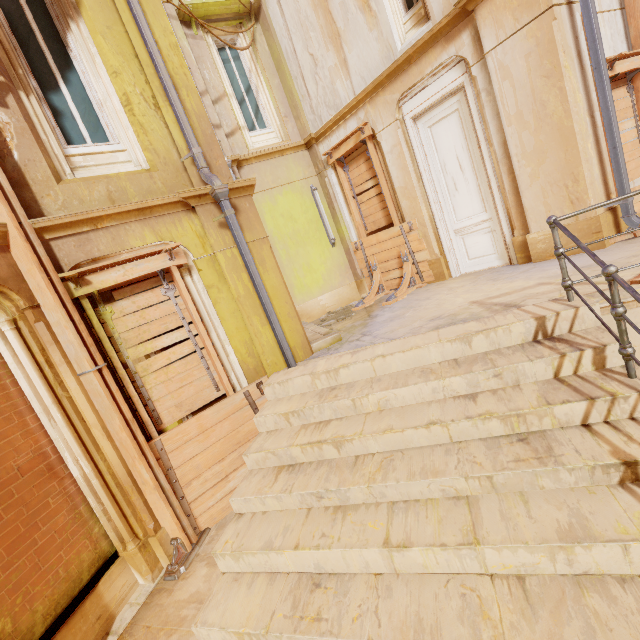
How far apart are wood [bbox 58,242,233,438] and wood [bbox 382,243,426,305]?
4.02m

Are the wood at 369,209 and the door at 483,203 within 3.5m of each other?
yes

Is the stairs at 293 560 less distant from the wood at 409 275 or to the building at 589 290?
the wood at 409 275

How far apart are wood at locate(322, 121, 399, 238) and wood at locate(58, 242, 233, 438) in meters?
5.3

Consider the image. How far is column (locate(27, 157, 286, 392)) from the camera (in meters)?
4.02

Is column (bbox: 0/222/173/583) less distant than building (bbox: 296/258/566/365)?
Yes

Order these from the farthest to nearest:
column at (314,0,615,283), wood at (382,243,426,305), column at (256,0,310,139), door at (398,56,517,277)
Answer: column at (256,0,310,139) < wood at (382,243,426,305) < door at (398,56,517,277) < column at (314,0,615,283)

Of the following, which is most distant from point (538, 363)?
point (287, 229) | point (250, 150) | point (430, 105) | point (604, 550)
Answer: point (250, 150)
